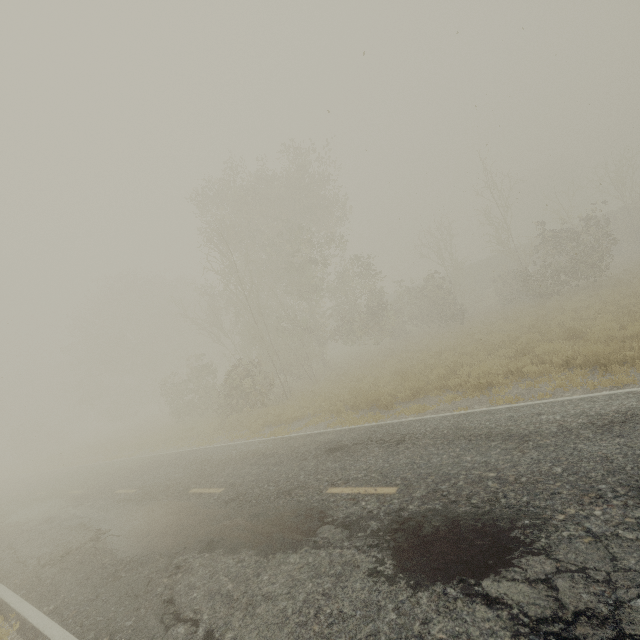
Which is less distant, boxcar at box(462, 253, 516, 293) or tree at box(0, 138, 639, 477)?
tree at box(0, 138, 639, 477)

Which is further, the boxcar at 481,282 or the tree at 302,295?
the boxcar at 481,282

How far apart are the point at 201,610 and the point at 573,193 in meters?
32.9

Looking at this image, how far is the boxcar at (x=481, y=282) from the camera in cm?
3994

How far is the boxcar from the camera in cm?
3994
